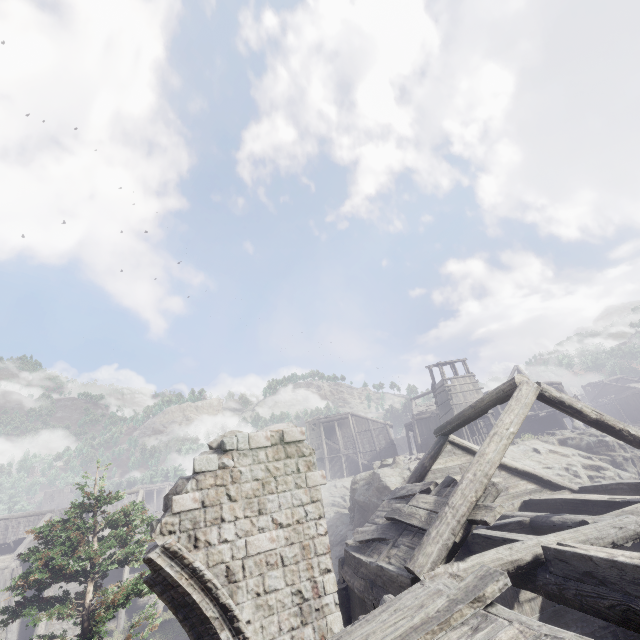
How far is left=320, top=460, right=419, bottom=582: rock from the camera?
20.89m

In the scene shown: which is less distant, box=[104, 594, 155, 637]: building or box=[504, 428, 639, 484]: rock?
box=[504, 428, 639, 484]: rock

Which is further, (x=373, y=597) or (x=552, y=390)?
(x=552, y=390)

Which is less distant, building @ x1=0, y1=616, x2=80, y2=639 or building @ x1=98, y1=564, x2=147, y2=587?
building @ x1=0, y1=616, x2=80, y2=639

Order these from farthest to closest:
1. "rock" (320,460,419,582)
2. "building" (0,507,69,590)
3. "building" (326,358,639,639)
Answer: "building" (0,507,69,590) → "rock" (320,460,419,582) → "building" (326,358,639,639)

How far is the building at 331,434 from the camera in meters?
45.8

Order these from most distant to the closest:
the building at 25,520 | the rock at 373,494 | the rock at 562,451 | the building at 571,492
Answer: the building at 25,520, the rock at 373,494, the rock at 562,451, the building at 571,492

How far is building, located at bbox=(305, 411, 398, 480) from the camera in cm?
4584
